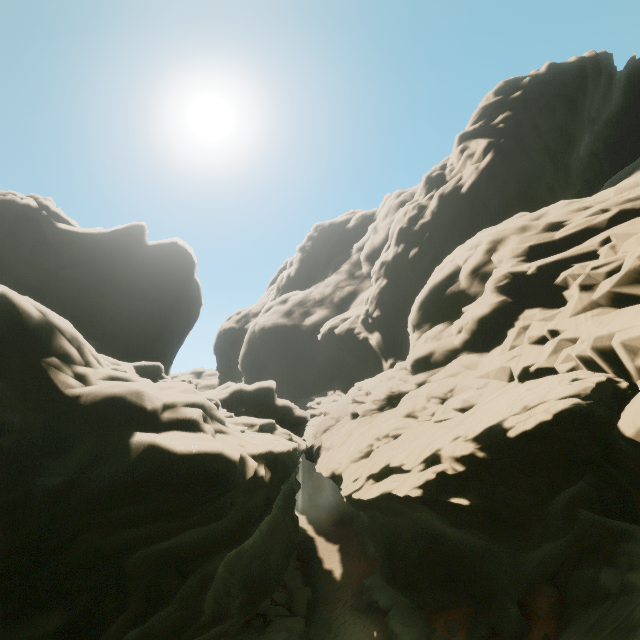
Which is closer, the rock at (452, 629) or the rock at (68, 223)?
the rock at (68, 223)

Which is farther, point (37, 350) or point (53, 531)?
point (37, 350)

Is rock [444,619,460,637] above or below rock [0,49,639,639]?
below

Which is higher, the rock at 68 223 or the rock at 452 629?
the rock at 68 223

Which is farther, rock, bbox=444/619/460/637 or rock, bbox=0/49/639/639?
rock, bbox=444/619/460/637
